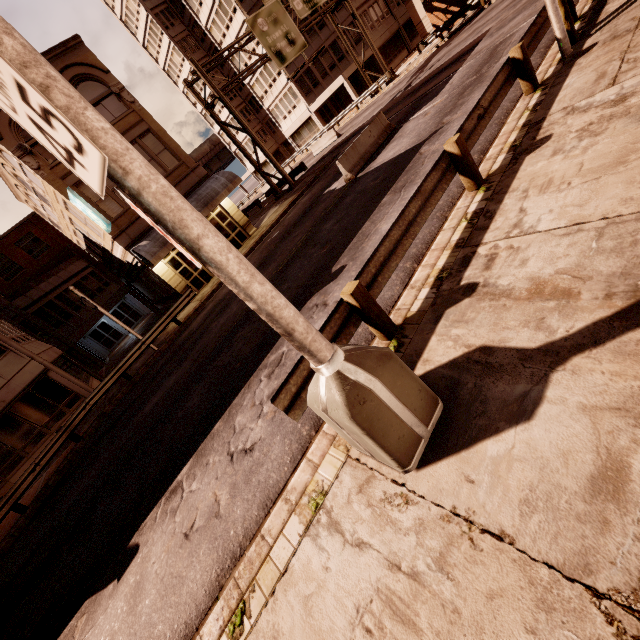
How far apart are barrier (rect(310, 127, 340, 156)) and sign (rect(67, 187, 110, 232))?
21.6 meters

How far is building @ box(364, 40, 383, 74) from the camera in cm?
3806

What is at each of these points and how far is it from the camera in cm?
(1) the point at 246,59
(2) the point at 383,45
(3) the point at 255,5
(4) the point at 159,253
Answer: (1) building, 4134
(2) building, 3997
(3) building, 3634
(4) awning, 1786

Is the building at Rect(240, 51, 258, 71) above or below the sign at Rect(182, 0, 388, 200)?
above

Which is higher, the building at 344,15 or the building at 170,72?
the building at 170,72

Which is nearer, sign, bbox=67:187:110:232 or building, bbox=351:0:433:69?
sign, bbox=67:187:110:232

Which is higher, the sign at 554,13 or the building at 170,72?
the building at 170,72

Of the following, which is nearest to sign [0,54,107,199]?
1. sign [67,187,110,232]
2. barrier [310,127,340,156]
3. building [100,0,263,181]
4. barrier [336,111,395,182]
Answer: barrier [336,111,395,182]
